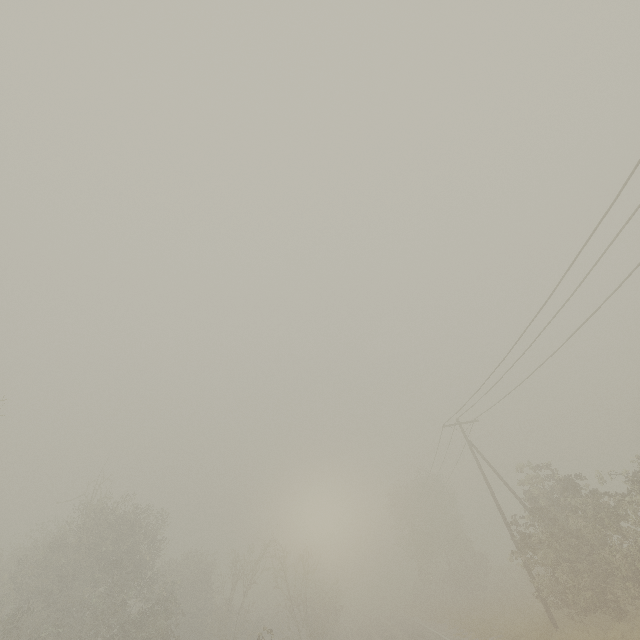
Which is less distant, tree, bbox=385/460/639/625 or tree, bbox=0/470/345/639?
tree, bbox=385/460/639/625

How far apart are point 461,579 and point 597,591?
28.51m

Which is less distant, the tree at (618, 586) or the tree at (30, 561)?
the tree at (618, 586)
